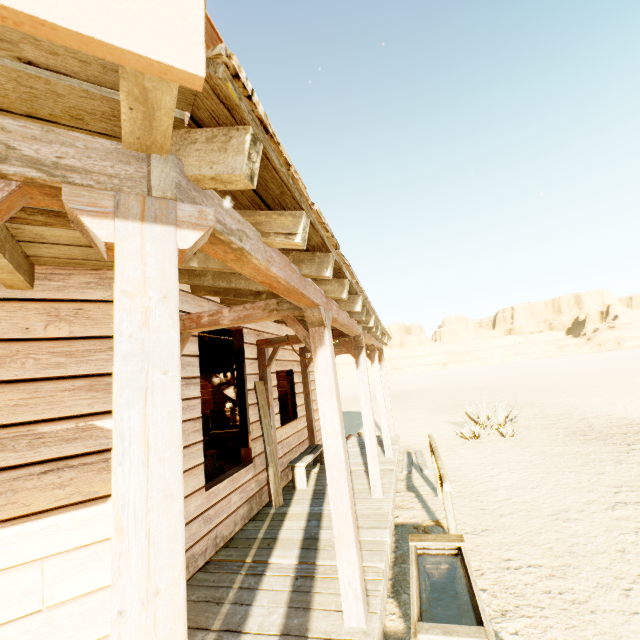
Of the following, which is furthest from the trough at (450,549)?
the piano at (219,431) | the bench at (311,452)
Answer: the piano at (219,431)

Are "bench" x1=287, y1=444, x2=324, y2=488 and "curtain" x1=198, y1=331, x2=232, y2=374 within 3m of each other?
yes

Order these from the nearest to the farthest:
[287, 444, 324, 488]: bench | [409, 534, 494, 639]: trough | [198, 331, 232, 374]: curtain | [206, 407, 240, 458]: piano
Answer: [409, 534, 494, 639]: trough
[198, 331, 232, 374]: curtain
[287, 444, 324, 488]: bench
[206, 407, 240, 458]: piano

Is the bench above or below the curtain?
below

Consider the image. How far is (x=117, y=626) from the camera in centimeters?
79cm

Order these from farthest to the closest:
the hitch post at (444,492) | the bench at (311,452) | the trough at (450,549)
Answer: the bench at (311,452) → the hitch post at (444,492) → the trough at (450,549)

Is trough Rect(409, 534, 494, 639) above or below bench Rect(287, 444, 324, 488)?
below

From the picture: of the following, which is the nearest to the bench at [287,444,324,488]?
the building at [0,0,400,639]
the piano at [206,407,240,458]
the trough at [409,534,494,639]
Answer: the building at [0,0,400,639]
